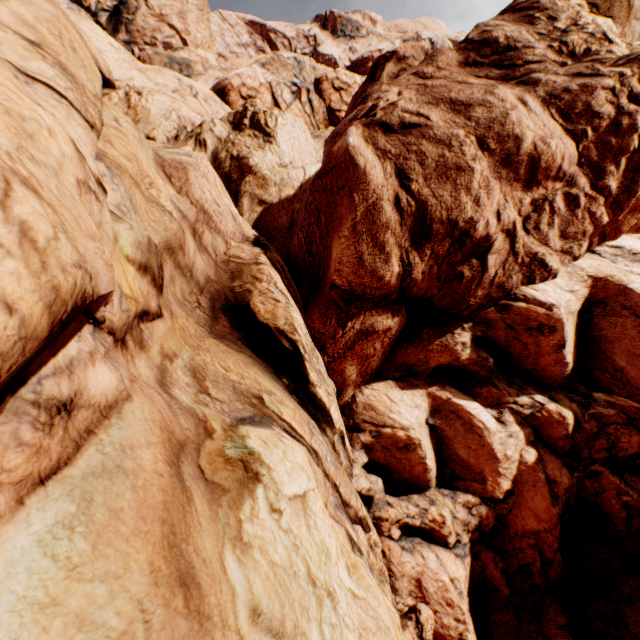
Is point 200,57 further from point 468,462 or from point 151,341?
point 468,462
